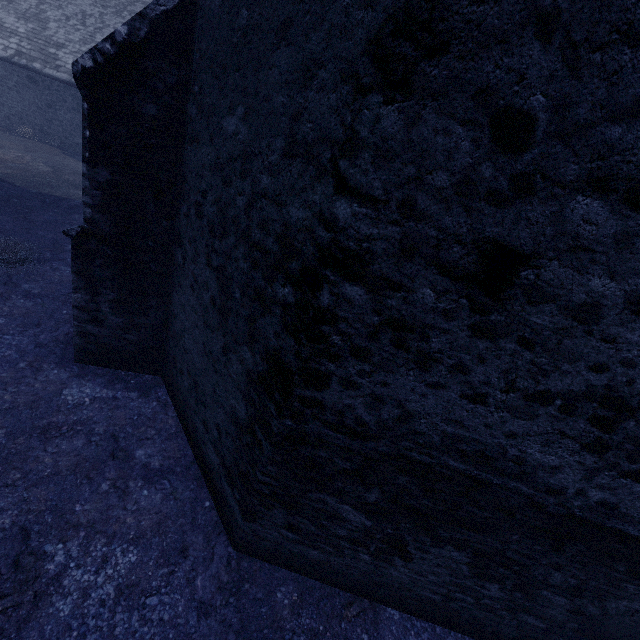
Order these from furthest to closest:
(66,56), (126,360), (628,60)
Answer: (66,56) → (126,360) → (628,60)
